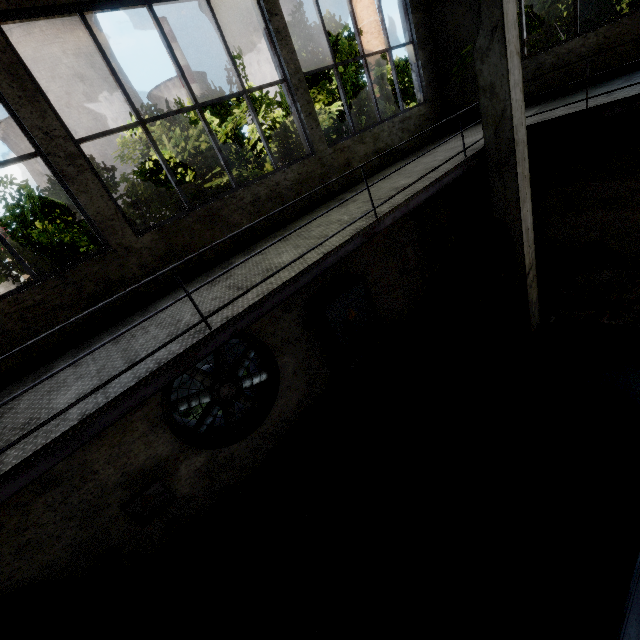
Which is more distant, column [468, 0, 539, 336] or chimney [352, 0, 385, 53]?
chimney [352, 0, 385, 53]

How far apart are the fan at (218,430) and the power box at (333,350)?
0.9m

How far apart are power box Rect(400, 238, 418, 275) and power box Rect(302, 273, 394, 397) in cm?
193

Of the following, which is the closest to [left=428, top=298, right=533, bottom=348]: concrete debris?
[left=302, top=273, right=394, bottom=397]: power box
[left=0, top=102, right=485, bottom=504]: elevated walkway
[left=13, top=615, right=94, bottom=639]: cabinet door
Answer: [left=302, top=273, right=394, bottom=397]: power box

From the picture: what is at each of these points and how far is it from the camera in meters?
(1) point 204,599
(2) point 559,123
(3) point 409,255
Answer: (1) wire spool, 3.4
(2) elevated walkway, 5.4
(3) power box, 8.6

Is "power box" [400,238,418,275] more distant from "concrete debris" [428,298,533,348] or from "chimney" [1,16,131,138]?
"chimney" [1,16,131,138]

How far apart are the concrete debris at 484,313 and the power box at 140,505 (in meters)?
6.53

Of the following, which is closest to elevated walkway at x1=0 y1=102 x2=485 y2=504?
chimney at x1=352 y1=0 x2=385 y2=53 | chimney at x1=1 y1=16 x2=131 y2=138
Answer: chimney at x1=1 y1=16 x2=131 y2=138
